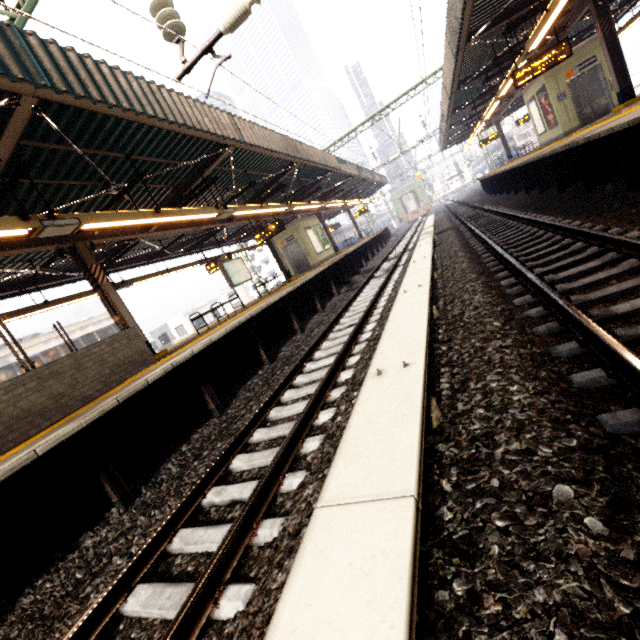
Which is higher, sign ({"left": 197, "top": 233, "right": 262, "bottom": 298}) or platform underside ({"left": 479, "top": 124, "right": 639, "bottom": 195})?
sign ({"left": 197, "top": 233, "right": 262, "bottom": 298})

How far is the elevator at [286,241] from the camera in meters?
19.1 m

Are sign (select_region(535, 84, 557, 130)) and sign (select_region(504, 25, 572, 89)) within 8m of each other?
yes

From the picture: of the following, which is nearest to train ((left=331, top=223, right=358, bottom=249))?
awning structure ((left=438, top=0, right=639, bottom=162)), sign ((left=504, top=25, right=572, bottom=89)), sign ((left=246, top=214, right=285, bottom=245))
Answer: awning structure ((left=438, top=0, right=639, bottom=162))

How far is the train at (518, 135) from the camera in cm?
3744

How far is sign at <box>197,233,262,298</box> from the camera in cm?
1301

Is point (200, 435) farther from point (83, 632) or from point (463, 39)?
point (463, 39)

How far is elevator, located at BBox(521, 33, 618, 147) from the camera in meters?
12.8 m
